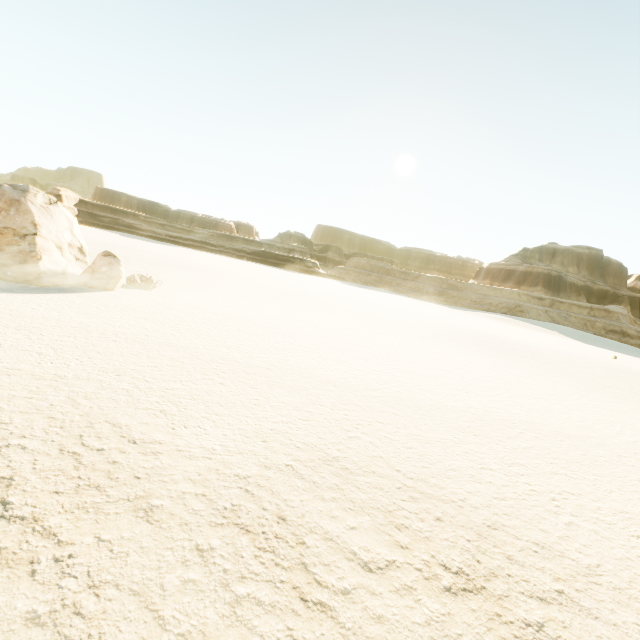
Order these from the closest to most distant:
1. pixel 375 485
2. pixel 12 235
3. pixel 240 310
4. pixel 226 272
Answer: pixel 375 485, pixel 12 235, pixel 240 310, pixel 226 272
